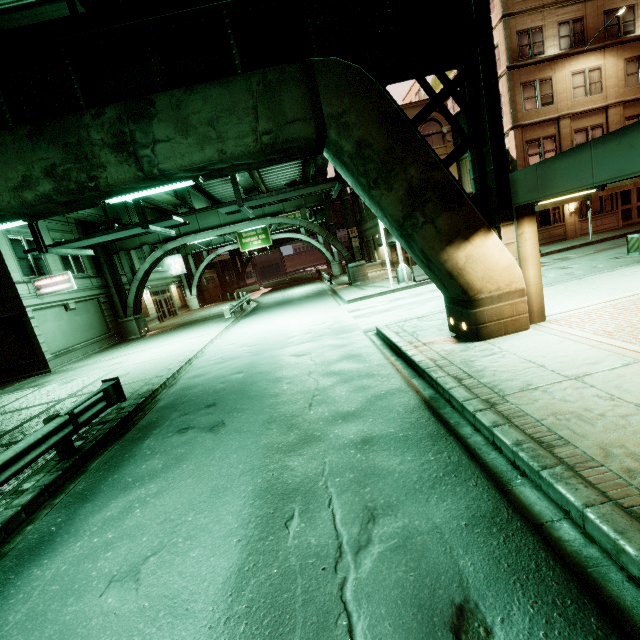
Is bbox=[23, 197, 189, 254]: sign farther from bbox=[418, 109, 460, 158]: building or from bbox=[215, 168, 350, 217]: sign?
bbox=[418, 109, 460, 158]: building

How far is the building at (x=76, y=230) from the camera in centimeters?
2092cm

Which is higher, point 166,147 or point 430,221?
point 166,147

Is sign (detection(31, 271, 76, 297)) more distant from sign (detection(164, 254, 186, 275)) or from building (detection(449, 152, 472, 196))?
building (detection(449, 152, 472, 196))

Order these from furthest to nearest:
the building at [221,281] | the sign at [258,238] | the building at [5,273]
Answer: the building at [221,281] → the sign at [258,238] → the building at [5,273]

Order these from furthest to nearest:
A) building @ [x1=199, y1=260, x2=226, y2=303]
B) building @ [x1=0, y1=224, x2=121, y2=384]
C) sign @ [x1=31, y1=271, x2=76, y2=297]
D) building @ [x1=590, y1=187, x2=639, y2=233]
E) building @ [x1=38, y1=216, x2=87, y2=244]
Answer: building @ [x1=199, y1=260, x2=226, y2=303] → building @ [x1=590, y1=187, x2=639, y2=233] → building @ [x1=38, y1=216, x2=87, y2=244] → sign @ [x1=31, y1=271, x2=76, y2=297] → building @ [x1=0, y1=224, x2=121, y2=384]

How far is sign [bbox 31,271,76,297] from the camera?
18.8 meters

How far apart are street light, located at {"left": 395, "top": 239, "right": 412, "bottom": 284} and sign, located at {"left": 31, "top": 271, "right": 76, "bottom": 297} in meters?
19.5 m
